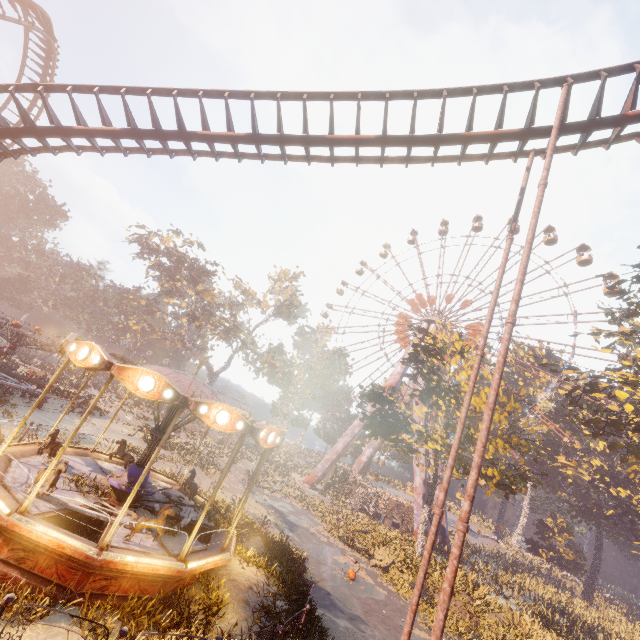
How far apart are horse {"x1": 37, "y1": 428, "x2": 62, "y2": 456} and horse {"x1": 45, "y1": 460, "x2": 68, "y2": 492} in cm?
205

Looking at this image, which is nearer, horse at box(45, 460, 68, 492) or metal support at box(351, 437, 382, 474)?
horse at box(45, 460, 68, 492)

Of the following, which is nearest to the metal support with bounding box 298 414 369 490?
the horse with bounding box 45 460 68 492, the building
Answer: the building

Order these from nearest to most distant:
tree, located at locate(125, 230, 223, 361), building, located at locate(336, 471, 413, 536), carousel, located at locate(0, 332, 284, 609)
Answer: carousel, located at locate(0, 332, 284, 609)
building, located at locate(336, 471, 413, 536)
tree, located at locate(125, 230, 223, 361)

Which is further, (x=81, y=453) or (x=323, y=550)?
(x=323, y=550)

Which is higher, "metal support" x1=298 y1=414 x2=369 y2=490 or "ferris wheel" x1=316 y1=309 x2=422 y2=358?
"ferris wheel" x1=316 y1=309 x2=422 y2=358

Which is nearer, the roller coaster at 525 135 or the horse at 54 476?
the horse at 54 476

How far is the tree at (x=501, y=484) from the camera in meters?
21.6 m
